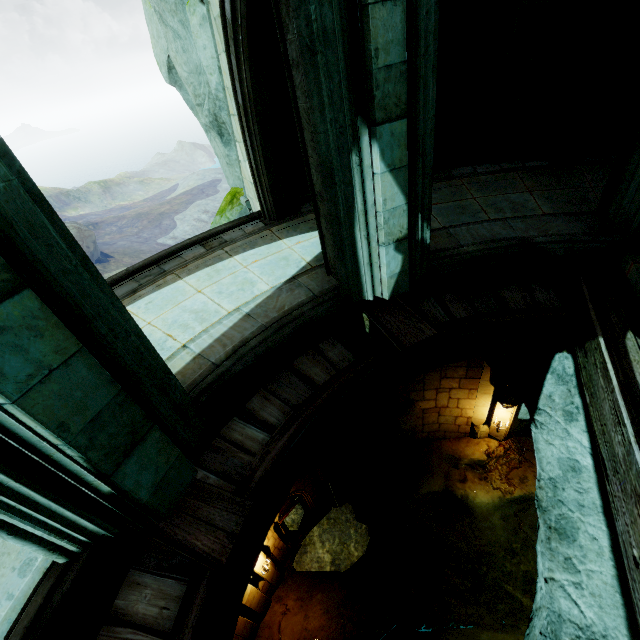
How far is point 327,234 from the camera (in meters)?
4.05

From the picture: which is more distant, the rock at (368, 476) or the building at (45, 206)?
the rock at (368, 476)

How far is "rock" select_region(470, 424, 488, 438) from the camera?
11.09m

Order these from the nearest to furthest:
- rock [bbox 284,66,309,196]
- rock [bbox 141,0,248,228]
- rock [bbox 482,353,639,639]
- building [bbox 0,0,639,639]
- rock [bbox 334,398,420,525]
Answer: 1. building [bbox 0,0,639,639]
2. rock [bbox 482,353,639,639]
3. rock [bbox 141,0,248,228]
4. rock [bbox 284,66,309,196]
5. rock [bbox 334,398,420,525]

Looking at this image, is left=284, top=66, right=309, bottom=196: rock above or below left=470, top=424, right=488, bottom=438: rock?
above

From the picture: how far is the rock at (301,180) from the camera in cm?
604
